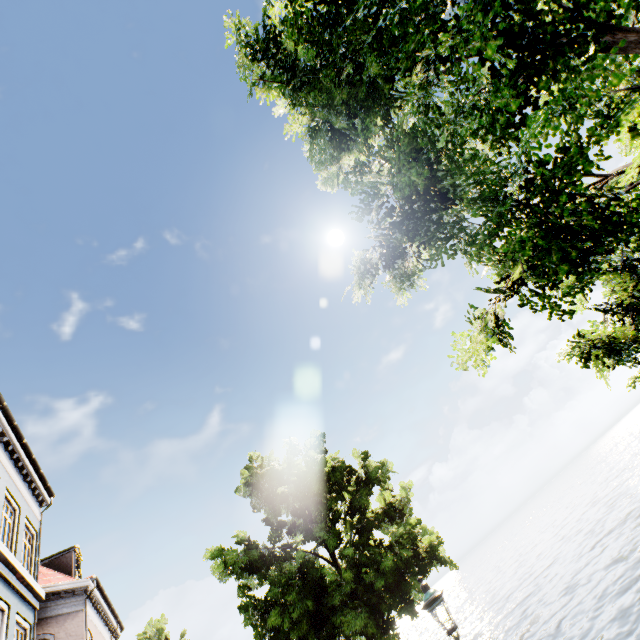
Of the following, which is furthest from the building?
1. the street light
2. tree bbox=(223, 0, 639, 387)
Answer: the street light

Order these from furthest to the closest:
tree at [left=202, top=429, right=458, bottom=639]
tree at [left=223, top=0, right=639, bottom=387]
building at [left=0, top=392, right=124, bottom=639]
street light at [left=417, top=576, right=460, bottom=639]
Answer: building at [left=0, top=392, right=124, bottom=639] → tree at [left=202, top=429, right=458, bottom=639] → street light at [left=417, top=576, right=460, bottom=639] → tree at [left=223, top=0, right=639, bottom=387]

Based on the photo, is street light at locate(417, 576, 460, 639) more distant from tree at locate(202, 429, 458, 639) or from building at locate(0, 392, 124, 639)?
building at locate(0, 392, 124, 639)

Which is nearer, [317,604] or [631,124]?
[631,124]

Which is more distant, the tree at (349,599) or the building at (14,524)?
the building at (14,524)

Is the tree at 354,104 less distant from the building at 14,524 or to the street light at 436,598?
the street light at 436,598
